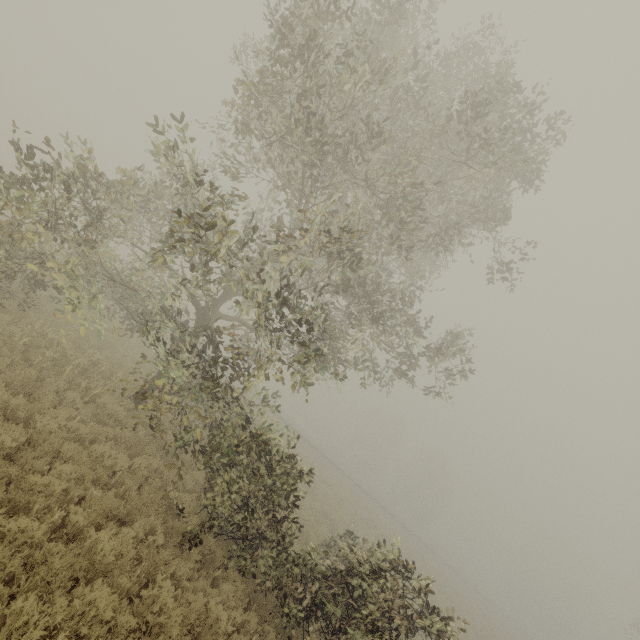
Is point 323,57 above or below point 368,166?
below
